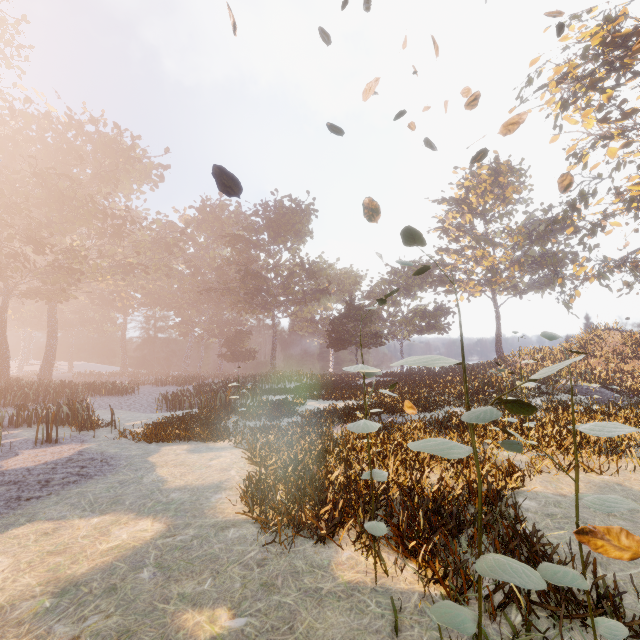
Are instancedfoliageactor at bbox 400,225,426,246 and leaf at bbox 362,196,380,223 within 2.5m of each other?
yes

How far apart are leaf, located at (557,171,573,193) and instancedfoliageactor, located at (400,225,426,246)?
3.1 meters

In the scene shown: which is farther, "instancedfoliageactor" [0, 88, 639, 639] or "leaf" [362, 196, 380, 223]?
"leaf" [362, 196, 380, 223]

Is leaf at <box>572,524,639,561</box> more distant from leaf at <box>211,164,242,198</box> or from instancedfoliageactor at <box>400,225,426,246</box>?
leaf at <box>211,164,242,198</box>

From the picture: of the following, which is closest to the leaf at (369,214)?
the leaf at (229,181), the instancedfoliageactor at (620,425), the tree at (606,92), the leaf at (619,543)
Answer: the leaf at (229,181)

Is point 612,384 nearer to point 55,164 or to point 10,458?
point 10,458

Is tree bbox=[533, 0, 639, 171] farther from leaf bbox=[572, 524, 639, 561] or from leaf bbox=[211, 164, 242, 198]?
leaf bbox=[572, 524, 639, 561]

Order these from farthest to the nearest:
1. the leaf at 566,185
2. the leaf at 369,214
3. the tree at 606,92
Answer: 1. the tree at 606,92
2. the leaf at 566,185
3. the leaf at 369,214
